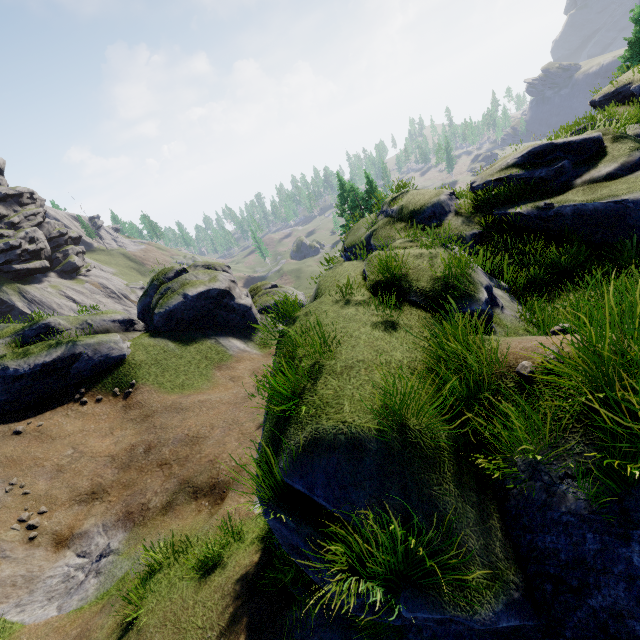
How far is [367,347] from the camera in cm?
514
